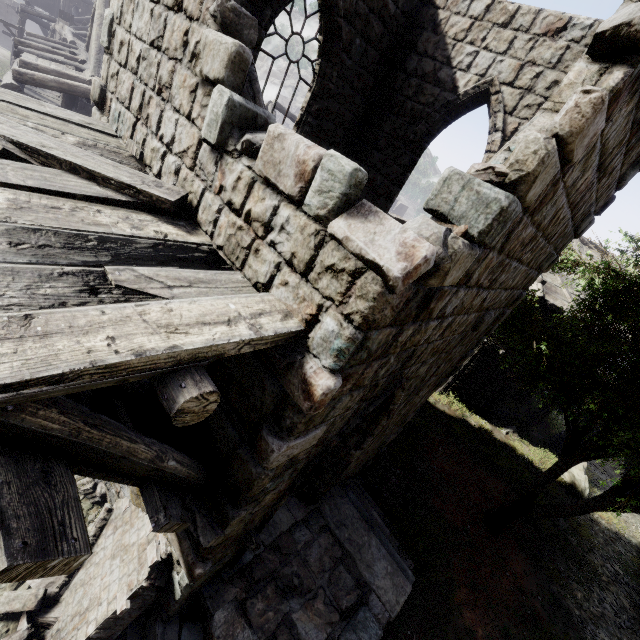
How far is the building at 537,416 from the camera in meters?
16.2

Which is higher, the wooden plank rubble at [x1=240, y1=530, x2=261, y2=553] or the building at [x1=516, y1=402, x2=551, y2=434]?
the wooden plank rubble at [x1=240, y1=530, x2=261, y2=553]

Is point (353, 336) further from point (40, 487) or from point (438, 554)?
point (438, 554)

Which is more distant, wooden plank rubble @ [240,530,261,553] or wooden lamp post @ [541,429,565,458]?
wooden lamp post @ [541,429,565,458]

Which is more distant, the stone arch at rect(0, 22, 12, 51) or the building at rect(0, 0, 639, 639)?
the stone arch at rect(0, 22, 12, 51)

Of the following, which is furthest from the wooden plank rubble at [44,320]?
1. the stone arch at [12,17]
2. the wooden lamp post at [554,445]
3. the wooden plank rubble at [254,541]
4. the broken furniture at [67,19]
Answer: the stone arch at [12,17]

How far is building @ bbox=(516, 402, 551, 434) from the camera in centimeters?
1625cm

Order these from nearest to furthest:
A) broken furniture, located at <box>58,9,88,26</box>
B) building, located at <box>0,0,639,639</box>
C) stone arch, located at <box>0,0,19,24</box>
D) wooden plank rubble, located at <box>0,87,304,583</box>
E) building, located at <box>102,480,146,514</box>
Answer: wooden plank rubble, located at <box>0,87,304,583</box>, building, located at <box>0,0,639,639</box>, building, located at <box>102,480,146,514</box>, broken furniture, located at <box>58,9,88,26</box>, stone arch, located at <box>0,0,19,24</box>
